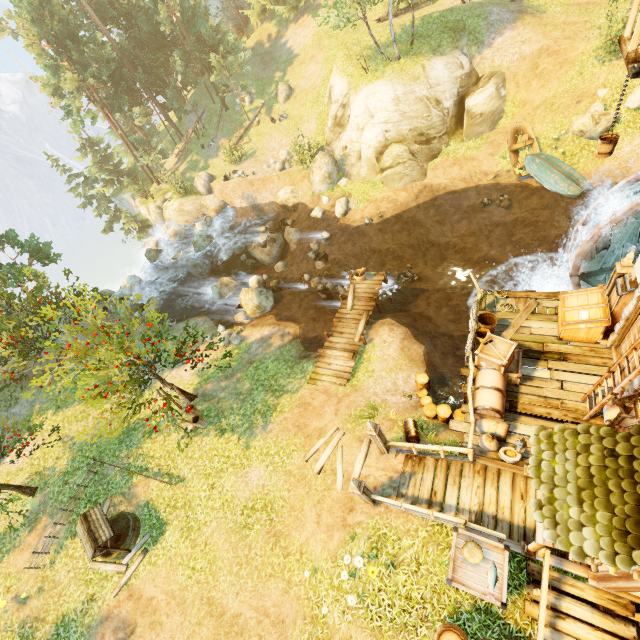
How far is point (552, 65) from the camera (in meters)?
19.77

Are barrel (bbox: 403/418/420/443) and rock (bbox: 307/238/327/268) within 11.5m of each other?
no

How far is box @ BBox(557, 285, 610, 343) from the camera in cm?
916

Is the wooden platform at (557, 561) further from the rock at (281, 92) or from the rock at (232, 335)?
the rock at (281, 92)

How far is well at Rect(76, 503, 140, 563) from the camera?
11.3m

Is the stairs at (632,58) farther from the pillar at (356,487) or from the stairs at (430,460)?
the pillar at (356,487)

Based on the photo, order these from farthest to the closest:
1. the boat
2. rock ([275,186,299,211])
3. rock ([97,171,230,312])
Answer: rock ([97,171,230,312]), rock ([275,186,299,211]), the boat

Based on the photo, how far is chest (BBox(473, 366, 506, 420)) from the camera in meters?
8.6 m
